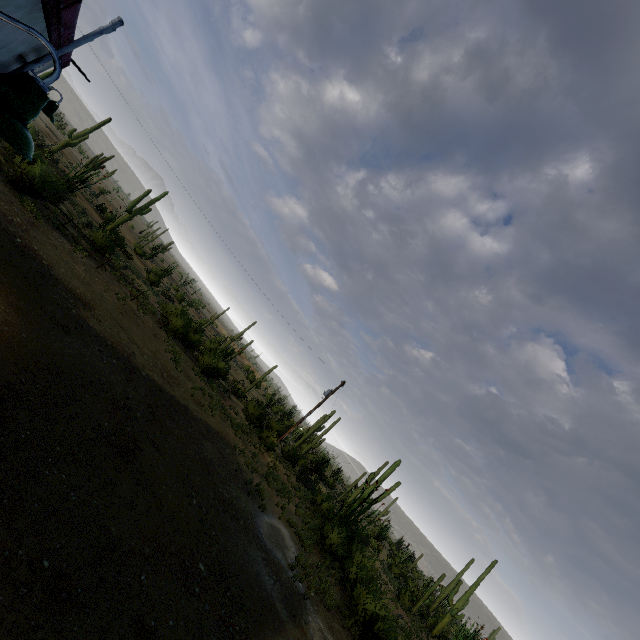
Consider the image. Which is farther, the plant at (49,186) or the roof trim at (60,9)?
the plant at (49,186)

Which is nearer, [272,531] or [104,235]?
[272,531]

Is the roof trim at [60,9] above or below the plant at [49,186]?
above

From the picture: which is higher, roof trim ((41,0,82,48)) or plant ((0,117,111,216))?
roof trim ((41,0,82,48))

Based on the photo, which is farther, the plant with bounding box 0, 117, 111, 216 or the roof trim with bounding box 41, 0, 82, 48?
the plant with bounding box 0, 117, 111, 216
